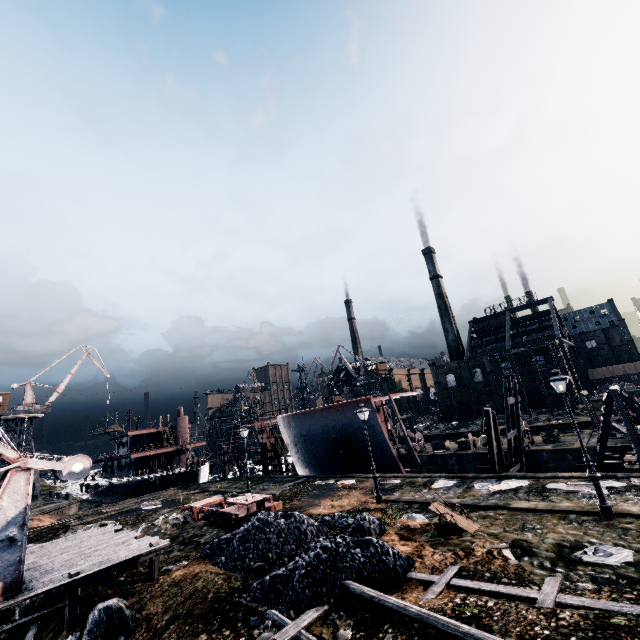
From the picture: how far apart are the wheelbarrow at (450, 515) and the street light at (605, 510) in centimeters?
456cm

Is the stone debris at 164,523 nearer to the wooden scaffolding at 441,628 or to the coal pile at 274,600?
the coal pile at 274,600

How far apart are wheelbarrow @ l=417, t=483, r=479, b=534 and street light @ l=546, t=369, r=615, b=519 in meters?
4.6 m

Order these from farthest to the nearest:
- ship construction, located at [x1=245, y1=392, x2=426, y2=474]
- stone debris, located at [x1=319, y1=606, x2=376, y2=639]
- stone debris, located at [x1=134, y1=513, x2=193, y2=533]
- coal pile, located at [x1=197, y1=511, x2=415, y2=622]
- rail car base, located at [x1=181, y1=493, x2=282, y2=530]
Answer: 1. ship construction, located at [x1=245, y1=392, x2=426, y2=474]
2. stone debris, located at [x1=134, y1=513, x2=193, y2=533]
3. rail car base, located at [x1=181, y1=493, x2=282, y2=530]
4. coal pile, located at [x1=197, y1=511, x2=415, y2=622]
5. stone debris, located at [x1=319, y1=606, x2=376, y2=639]

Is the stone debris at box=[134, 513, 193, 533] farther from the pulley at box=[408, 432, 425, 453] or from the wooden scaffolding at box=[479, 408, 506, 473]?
the pulley at box=[408, 432, 425, 453]

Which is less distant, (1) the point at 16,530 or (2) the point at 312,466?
(1) the point at 16,530

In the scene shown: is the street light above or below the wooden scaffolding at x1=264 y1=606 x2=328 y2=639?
above

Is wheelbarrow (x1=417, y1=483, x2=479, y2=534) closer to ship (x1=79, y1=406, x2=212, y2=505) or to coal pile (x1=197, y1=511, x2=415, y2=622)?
coal pile (x1=197, y1=511, x2=415, y2=622)
